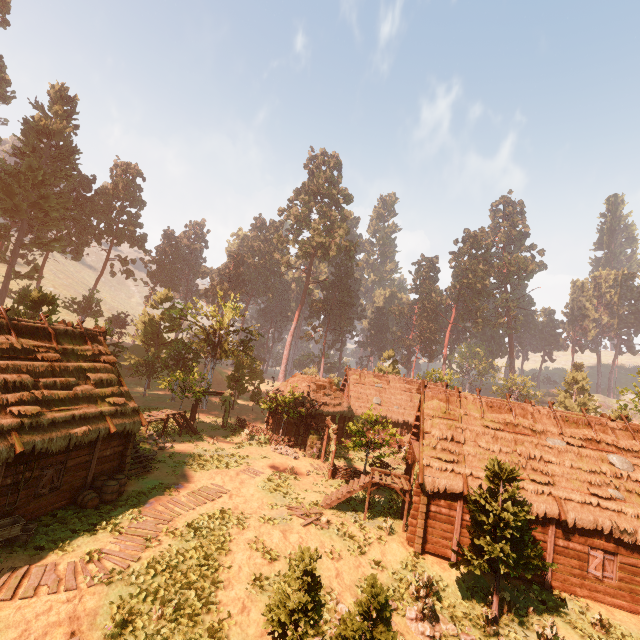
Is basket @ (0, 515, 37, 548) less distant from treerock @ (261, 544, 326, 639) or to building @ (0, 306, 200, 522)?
building @ (0, 306, 200, 522)

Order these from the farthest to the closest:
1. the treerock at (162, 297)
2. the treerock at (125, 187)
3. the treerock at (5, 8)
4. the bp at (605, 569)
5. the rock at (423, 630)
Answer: the treerock at (162, 297)
the treerock at (5, 8)
the treerock at (125, 187)
the bp at (605, 569)
the rock at (423, 630)

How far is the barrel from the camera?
14.4m

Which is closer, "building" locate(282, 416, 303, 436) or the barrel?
the barrel

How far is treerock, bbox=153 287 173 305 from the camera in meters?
44.1 m

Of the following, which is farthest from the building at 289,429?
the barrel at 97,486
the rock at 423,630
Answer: the rock at 423,630

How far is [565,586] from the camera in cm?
1442

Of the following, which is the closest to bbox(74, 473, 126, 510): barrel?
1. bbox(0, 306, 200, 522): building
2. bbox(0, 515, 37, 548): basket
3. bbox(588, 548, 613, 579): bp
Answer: bbox(0, 306, 200, 522): building
